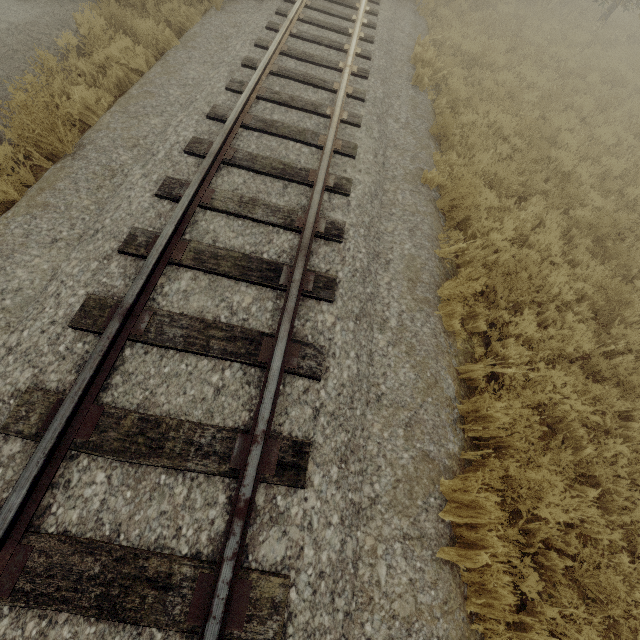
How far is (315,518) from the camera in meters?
2.7
